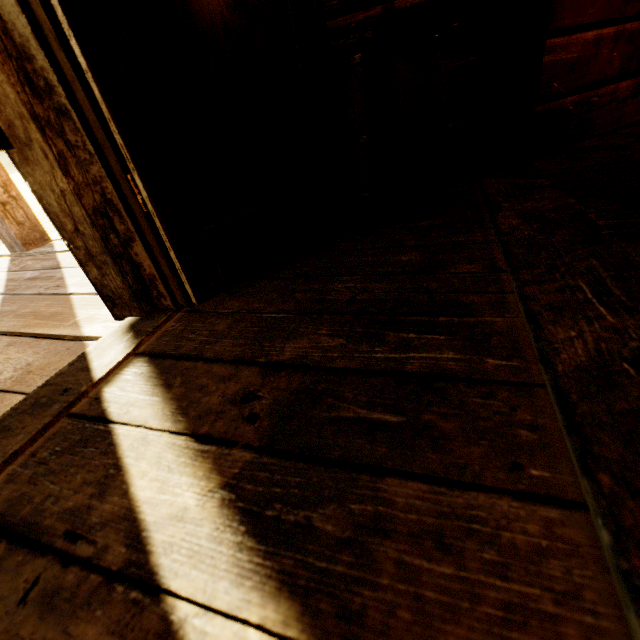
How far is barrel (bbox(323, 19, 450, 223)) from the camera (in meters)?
1.04

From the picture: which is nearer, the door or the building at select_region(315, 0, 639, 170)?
the door

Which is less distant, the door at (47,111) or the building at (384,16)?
the door at (47,111)

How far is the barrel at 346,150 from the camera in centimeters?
104cm

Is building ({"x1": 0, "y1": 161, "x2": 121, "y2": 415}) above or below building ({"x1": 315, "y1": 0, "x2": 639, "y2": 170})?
below

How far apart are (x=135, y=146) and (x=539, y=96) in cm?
184
